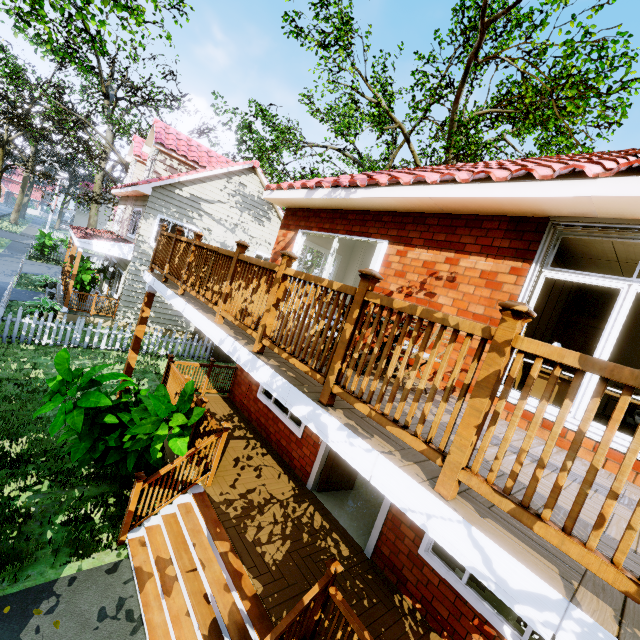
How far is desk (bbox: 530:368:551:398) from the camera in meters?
4.1 m

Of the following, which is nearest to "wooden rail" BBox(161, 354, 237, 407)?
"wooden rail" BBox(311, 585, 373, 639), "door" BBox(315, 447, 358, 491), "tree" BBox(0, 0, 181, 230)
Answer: "door" BBox(315, 447, 358, 491)

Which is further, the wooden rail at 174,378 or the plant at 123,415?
the wooden rail at 174,378

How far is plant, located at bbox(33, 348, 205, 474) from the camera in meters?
A: 4.7

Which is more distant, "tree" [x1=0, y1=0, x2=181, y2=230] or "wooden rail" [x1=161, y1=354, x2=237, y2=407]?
"tree" [x1=0, y1=0, x2=181, y2=230]

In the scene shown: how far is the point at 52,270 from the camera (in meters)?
21.91

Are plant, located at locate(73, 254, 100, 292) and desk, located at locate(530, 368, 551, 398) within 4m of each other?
no

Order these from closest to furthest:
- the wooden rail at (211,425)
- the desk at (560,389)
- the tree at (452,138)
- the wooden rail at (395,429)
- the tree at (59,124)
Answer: the wooden rail at (395,429), the desk at (560,389), the wooden rail at (211,425), the tree at (59,124), the tree at (452,138)
